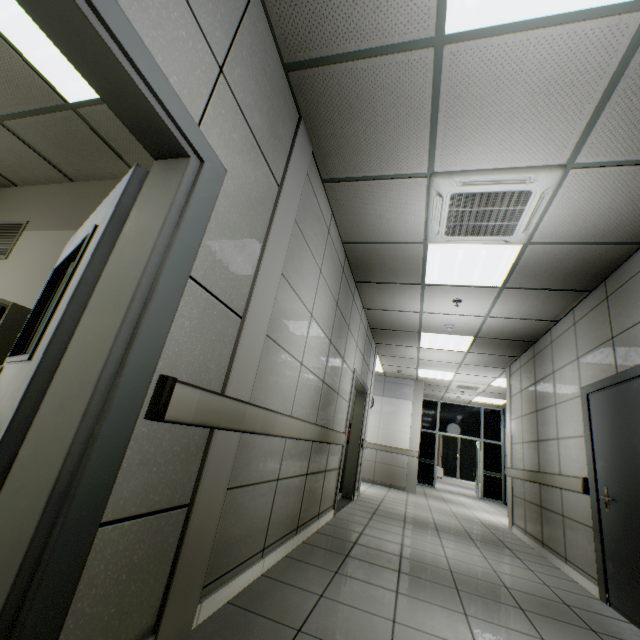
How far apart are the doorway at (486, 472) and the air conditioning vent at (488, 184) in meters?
10.9 m

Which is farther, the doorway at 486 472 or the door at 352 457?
the doorway at 486 472

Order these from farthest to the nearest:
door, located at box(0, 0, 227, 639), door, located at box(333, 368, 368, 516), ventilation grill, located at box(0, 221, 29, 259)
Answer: door, located at box(333, 368, 368, 516) < ventilation grill, located at box(0, 221, 29, 259) < door, located at box(0, 0, 227, 639)

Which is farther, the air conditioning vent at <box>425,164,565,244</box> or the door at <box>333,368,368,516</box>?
the door at <box>333,368,368,516</box>

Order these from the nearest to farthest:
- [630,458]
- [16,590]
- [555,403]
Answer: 1. [16,590]
2. [630,458]
3. [555,403]

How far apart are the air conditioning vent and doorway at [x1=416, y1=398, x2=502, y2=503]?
10.9 meters

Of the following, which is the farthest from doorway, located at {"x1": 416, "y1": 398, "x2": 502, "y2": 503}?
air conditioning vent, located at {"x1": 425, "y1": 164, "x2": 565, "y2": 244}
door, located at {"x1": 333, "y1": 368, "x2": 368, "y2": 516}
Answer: air conditioning vent, located at {"x1": 425, "y1": 164, "x2": 565, "y2": 244}

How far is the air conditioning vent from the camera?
2.58m
